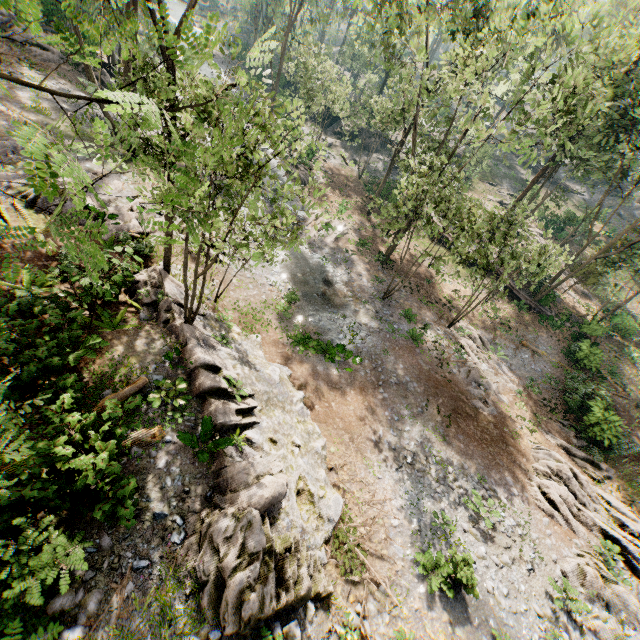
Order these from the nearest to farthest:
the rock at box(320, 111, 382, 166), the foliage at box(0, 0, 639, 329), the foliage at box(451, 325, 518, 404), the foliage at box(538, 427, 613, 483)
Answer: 1. the foliage at box(0, 0, 639, 329)
2. the foliage at box(538, 427, 613, 483)
3. the foliage at box(451, 325, 518, 404)
4. the rock at box(320, 111, 382, 166)

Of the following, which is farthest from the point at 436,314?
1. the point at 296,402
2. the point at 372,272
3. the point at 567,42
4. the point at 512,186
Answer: the point at 512,186

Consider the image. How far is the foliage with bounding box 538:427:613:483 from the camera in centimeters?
1859cm

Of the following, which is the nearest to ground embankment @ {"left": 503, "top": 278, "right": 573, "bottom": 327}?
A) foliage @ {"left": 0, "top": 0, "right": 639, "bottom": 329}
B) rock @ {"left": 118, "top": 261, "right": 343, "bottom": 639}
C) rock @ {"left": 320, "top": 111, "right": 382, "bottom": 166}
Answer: foliage @ {"left": 0, "top": 0, "right": 639, "bottom": 329}

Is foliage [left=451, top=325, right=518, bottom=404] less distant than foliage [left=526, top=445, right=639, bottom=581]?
No

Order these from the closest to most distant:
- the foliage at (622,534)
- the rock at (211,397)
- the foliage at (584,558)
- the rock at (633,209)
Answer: the rock at (211,397), the foliage at (584,558), the foliage at (622,534), the rock at (633,209)

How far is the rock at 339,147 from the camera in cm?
4256

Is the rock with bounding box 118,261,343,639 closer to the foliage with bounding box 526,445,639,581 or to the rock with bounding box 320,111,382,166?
the foliage with bounding box 526,445,639,581
